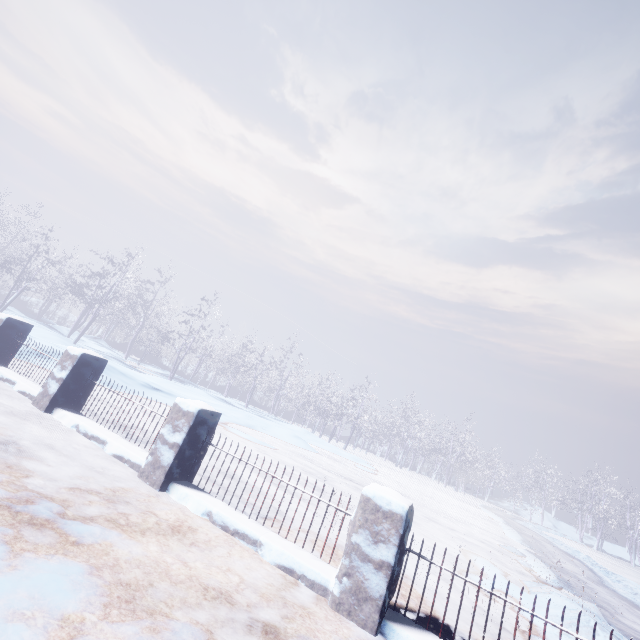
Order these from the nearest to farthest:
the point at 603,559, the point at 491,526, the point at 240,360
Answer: the point at 491,526 → the point at 603,559 → the point at 240,360
